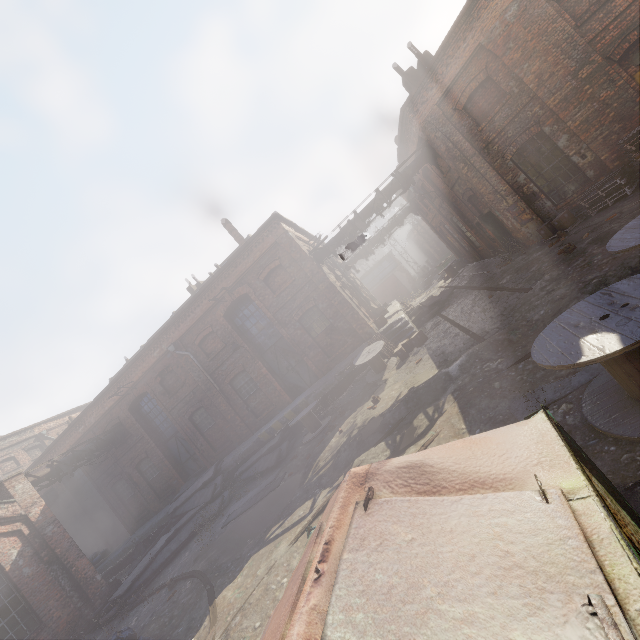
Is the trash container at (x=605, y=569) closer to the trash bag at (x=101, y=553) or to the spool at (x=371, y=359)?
the spool at (x=371, y=359)

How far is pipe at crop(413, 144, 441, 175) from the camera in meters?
14.4

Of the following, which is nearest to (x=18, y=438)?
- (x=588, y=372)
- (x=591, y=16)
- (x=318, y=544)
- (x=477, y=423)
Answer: (x=477, y=423)

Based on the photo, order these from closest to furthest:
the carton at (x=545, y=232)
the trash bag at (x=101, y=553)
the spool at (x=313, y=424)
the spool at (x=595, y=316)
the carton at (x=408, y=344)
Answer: the spool at (x=595, y=316) → the carton at (x=545, y=232) → the carton at (x=408, y=344) → the spool at (x=313, y=424) → the trash bag at (x=101, y=553)

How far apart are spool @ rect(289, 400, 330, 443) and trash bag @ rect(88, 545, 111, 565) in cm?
1651

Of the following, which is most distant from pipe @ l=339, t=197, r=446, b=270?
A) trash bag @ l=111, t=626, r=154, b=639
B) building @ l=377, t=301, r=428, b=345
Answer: trash bag @ l=111, t=626, r=154, b=639

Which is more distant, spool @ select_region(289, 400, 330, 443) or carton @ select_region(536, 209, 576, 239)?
spool @ select_region(289, 400, 330, 443)

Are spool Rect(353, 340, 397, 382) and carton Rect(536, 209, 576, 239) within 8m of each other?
yes
